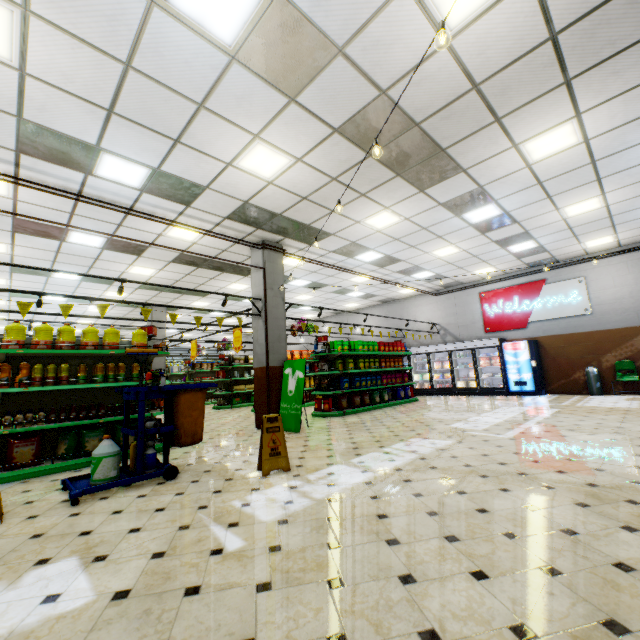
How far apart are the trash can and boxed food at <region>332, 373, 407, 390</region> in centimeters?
713cm

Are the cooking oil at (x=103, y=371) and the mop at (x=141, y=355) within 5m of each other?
yes

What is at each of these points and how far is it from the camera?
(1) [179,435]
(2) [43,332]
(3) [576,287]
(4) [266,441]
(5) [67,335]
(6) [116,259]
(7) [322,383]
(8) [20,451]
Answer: (1) cleaning cart, 4.55m
(2) frying oil, 5.25m
(3) sign, 11.84m
(4) floor stand, 4.36m
(5) frying oil, 5.49m
(6) building, 9.52m
(7) packaged chips, 9.91m
(8) packaged food, 4.82m

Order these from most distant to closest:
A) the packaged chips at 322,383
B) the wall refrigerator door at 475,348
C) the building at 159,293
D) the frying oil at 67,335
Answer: the wall refrigerator door at 475,348 < the building at 159,293 < the packaged chips at 322,383 < the frying oil at 67,335

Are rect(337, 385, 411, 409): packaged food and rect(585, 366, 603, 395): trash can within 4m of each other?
no

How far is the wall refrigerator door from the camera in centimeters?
1284cm

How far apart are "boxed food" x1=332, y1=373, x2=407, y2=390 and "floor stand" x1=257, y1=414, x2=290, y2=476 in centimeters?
592cm

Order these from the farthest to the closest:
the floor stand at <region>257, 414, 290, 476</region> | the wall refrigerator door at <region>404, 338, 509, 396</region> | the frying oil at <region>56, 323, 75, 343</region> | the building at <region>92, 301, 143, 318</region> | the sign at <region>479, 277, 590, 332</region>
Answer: the building at <region>92, 301, 143, 318</region> < the wall refrigerator door at <region>404, 338, 509, 396</region> < the sign at <region>479, 277, 590, 332</region> < the frying oil at <region>56, 323, 75, 343</region> < the floor stand at <region>257, 414, 290, 476</region>
